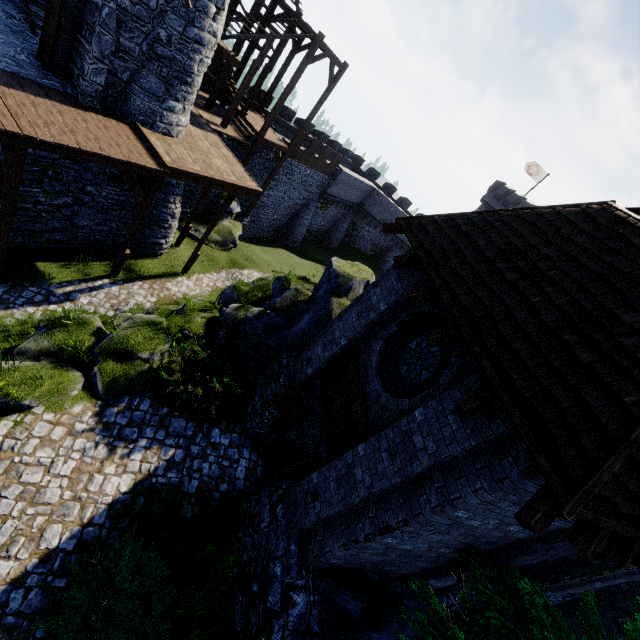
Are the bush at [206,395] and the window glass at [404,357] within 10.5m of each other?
yes

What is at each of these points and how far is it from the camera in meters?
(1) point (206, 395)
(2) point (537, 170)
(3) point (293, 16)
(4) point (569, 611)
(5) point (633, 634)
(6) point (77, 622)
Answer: (1) bush, 9.3
(2) flag, 39.6
(3) stairs, 17.3
(4) building, 11.6
(5) tree, 4.3
(6) bush, 5.1

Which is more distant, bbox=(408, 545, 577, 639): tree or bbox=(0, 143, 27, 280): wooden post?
bbox=(0, 143, 27, 280): wooden post

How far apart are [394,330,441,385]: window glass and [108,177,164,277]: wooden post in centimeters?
1027cm

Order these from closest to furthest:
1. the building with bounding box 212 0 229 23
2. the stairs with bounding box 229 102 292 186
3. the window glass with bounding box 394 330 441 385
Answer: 1. the window glass with bounding box 394 330 441 385
2. the building with bounding box 212 0 229 23
3. the stairs with bounding box 229 102 292 186

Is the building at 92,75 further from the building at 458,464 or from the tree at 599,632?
the tree at 599,632

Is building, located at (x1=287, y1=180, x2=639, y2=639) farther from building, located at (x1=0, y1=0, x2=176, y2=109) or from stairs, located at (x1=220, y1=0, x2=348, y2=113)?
stairs, located at (x1=220, y1=0, x2=348, y2=113)

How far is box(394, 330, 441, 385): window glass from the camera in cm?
673
